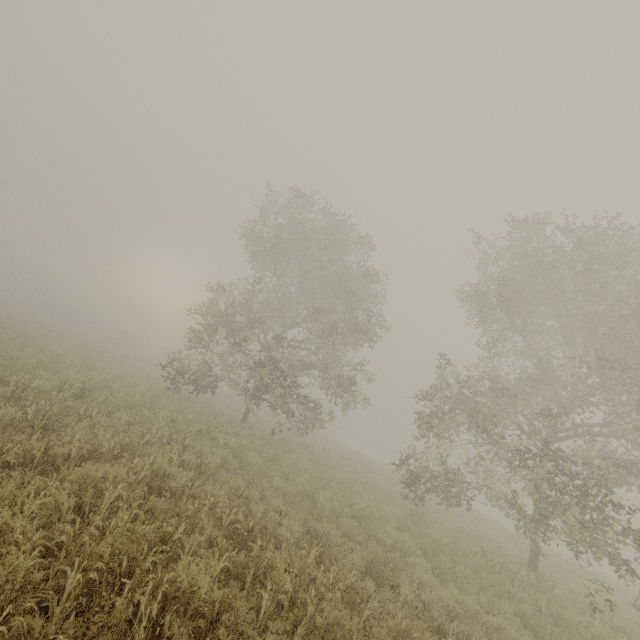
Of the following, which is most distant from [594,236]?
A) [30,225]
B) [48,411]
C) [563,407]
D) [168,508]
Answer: [30,225]
